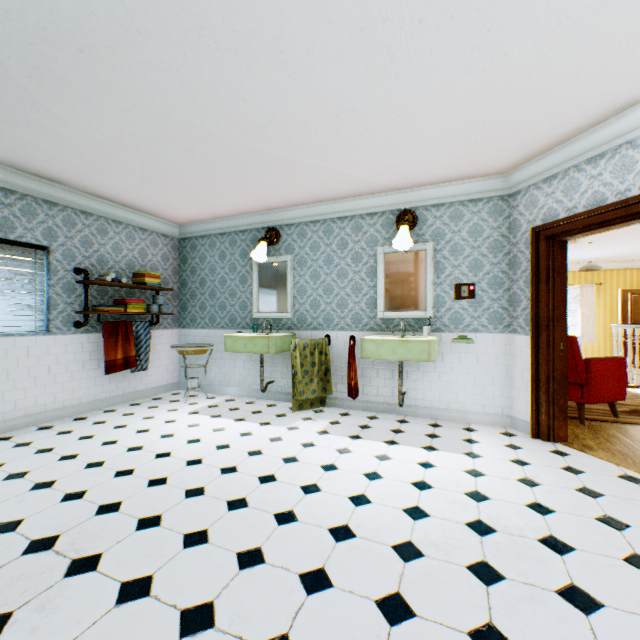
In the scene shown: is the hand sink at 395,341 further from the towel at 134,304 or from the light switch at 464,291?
the towel at 134,304

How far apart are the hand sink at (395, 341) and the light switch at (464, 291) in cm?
63

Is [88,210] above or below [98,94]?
below

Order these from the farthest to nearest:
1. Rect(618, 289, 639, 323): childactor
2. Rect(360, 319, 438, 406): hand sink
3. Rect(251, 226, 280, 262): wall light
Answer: Rect(618, 289, 639, 323): childactor → Rect(251, 226, 280, 262): wall light → Rect(360, 319, 438, 406): hand sink

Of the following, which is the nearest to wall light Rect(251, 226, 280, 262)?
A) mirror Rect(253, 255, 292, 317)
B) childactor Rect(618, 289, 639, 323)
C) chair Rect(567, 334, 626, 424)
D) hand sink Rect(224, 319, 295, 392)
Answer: mirror Rect(253, 255, 292, 317)

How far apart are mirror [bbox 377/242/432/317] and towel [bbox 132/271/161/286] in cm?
362

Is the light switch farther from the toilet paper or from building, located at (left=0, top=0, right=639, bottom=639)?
the toilet paper

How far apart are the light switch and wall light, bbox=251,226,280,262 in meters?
2.9
